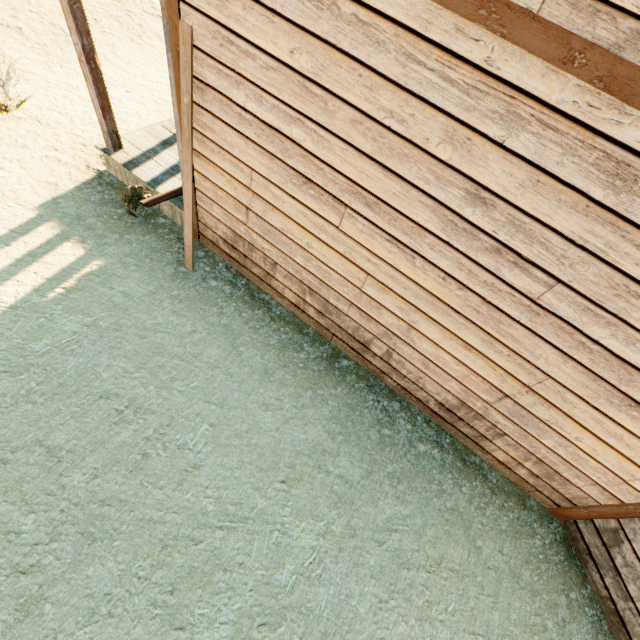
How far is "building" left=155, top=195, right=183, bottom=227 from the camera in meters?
4.8

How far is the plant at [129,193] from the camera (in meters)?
4.68

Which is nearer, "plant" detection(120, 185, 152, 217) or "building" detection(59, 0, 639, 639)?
"building" detection(59, 0, 639, 639)

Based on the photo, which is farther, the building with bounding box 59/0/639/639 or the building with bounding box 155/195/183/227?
the building with bounding box 155/195/183/227

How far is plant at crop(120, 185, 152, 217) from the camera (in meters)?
4.68

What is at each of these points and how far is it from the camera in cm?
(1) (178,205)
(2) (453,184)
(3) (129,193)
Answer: (1) building, 484
(2) building, 242
(3) plant, 467

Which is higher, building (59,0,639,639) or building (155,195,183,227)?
building (59,0,639,639)

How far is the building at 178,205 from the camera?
4.85m
